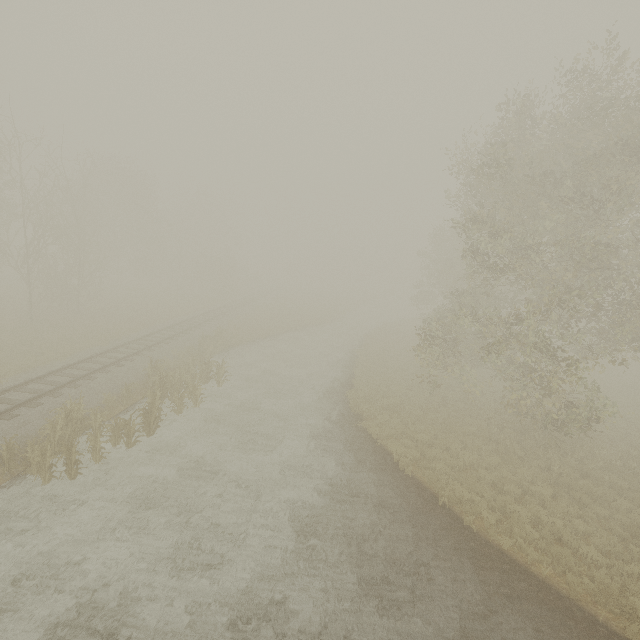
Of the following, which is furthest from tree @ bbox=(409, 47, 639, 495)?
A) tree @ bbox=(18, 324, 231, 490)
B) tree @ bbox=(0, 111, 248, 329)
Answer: tree @ bbox=(18, 324, 231, 490)

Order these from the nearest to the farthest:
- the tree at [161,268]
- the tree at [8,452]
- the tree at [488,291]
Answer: the tree at [8,452] → the tree at [488,291] → the tree at [161,268]

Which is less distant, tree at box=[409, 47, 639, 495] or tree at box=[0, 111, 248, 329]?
tree at box=[409, 47, 639, 495]

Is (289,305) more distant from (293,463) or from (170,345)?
(293,463)

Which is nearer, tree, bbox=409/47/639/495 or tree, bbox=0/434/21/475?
tree, bbox=0/434/21/475

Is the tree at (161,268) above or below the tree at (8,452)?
above

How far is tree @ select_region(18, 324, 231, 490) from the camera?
10.05m
